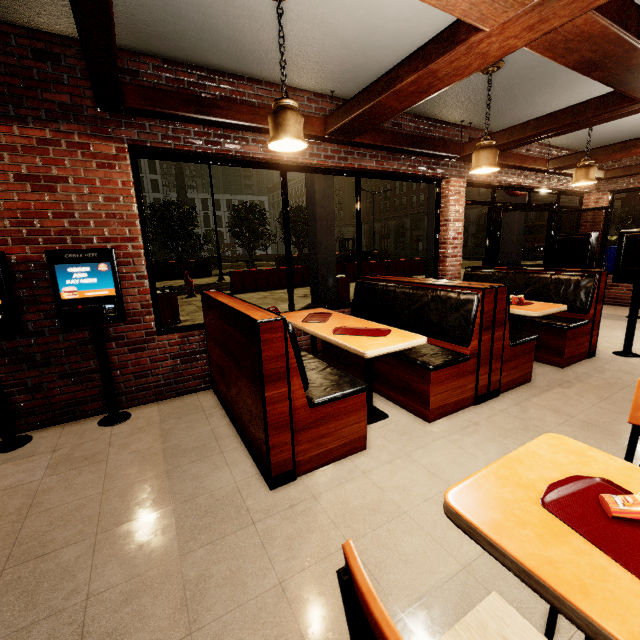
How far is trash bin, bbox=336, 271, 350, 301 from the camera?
9.84m

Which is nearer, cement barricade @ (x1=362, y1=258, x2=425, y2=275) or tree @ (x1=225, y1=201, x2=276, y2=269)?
cement barricade @ (x1=362, y1=258, x2=425, y2=275)

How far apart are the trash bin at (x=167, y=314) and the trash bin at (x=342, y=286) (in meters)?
4.47

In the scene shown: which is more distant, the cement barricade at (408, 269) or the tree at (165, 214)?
the tree at (165, 214)

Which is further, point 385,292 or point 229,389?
point 385,292

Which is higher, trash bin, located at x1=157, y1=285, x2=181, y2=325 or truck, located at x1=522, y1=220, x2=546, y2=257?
truck, located at x1=522, y1=220, x2=546, y2=257

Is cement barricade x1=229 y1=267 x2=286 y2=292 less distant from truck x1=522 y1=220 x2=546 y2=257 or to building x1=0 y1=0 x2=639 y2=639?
building x1=0 y1=0 x2=639 y2=639
